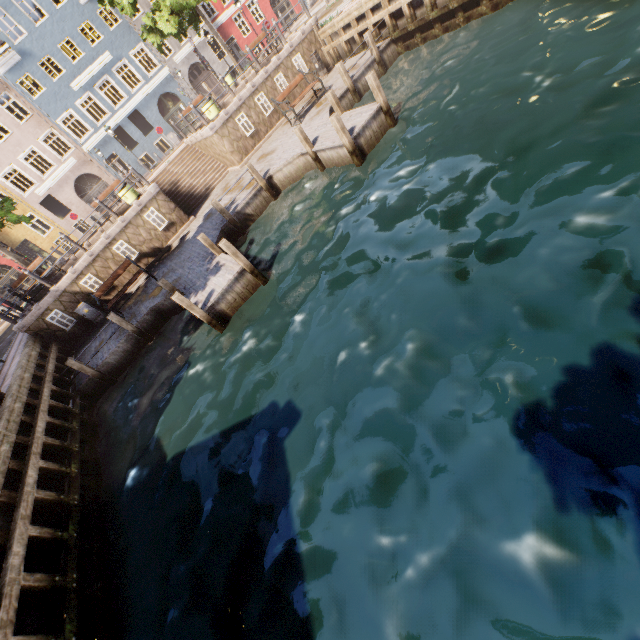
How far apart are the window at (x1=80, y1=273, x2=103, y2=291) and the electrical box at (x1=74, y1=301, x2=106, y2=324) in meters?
0.5

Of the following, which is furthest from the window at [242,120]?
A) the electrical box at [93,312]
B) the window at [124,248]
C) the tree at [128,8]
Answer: the electrical box at [93,312]

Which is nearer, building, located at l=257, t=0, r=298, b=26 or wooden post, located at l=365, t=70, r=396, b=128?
wooden post, located at l=365, t=70, r=396, b=128

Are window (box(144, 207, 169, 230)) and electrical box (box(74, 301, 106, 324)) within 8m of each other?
yes

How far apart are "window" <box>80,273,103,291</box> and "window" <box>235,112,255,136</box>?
9.75m

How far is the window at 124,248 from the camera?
14.4m

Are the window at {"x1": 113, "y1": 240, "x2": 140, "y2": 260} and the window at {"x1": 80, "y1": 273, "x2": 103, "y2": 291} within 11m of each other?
yes

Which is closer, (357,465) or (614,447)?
(614,447)
